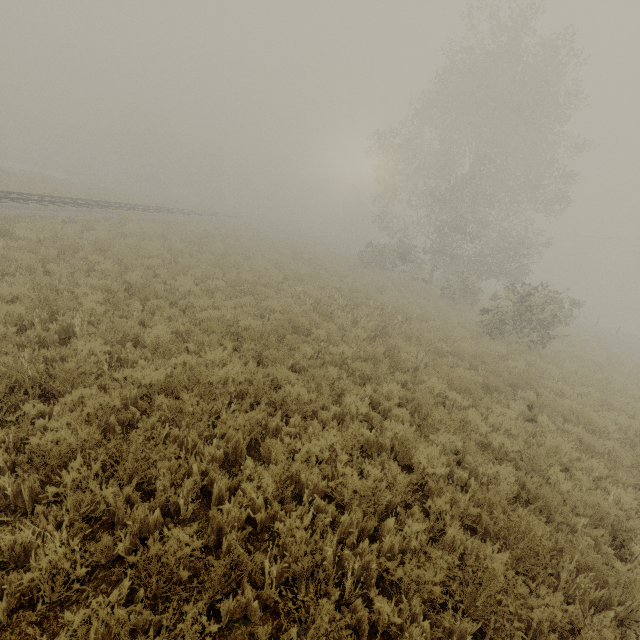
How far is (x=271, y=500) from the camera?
3.9 meters
